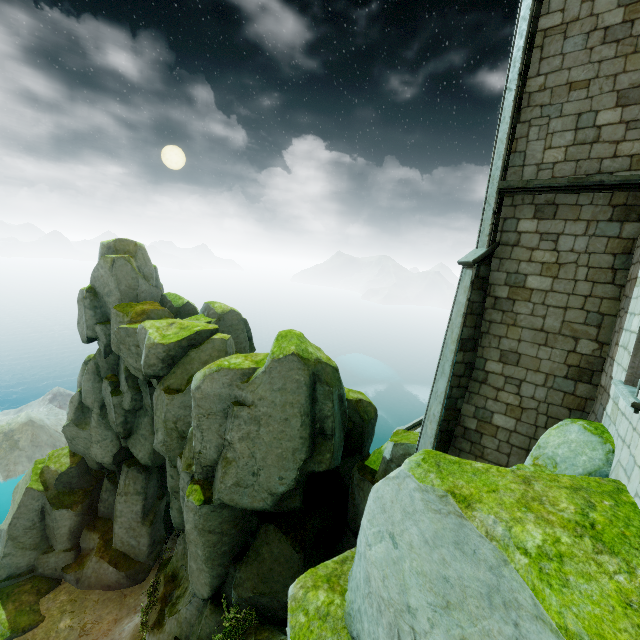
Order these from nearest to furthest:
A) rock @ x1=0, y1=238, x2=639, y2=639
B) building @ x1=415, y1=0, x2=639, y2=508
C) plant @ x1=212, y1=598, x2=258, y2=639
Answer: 1. rock @ x1=0, y1=238, x2=639, y2=639
2. building @ x1=415, y1=0, x2=639, y2=508
3. plant @ x1=212, y1=598, x2=258, y2=639

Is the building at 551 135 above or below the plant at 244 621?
above

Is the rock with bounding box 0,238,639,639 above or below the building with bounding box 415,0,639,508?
below

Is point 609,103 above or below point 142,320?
above

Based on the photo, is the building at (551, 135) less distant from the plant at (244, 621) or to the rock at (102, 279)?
the rock at (102, 279)

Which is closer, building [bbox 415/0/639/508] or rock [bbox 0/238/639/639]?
rock [bbox 0/238/639/639]

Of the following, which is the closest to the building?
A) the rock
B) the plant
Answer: the rock

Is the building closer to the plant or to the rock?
the rock
